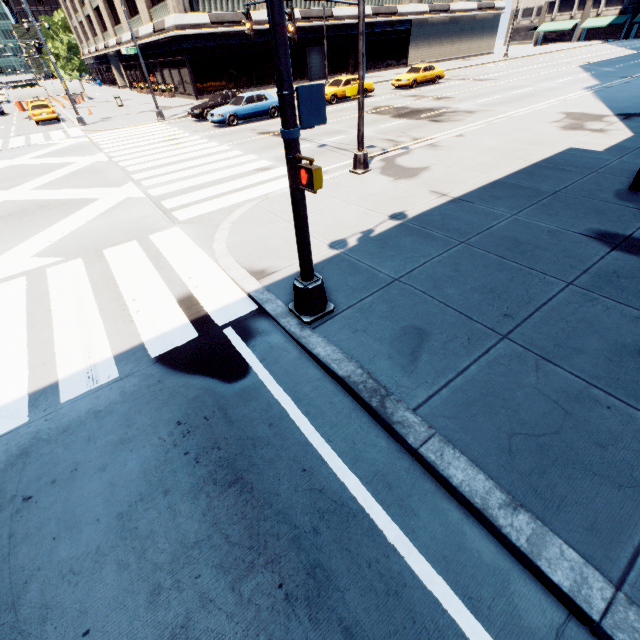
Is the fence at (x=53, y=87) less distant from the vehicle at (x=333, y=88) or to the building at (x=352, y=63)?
the building at (x=352, y=63)

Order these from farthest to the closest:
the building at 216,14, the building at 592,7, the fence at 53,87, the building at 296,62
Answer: the building at 592,7
the fence at 53,87
the building at 296,62
the building at 216,14

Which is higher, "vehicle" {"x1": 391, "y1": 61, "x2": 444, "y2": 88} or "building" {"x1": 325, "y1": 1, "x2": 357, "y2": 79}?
"building" {"x1": 325, "y1": 1, "x2": 357, "y2": 79}

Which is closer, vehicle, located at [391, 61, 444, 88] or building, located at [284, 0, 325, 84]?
vehicle, located at [391, 61, 444, 88]

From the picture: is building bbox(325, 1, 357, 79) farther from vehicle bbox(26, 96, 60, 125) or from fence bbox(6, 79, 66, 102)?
vehicle bbox(26, 96, 60, 125)

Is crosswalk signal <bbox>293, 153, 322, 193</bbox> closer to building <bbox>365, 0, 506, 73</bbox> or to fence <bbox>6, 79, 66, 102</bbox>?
building <bbox>365, 0, 506, 73</bbox>

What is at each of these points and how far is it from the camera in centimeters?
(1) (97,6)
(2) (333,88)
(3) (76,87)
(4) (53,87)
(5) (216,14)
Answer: (1) building, 4772cm
(2) vehicle, 2328cm
(3) fence, 4131cm
(4) fence, 4012cm
(5) building, 2927cm

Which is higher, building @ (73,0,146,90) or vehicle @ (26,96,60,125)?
building @ (73,0,146,90)
